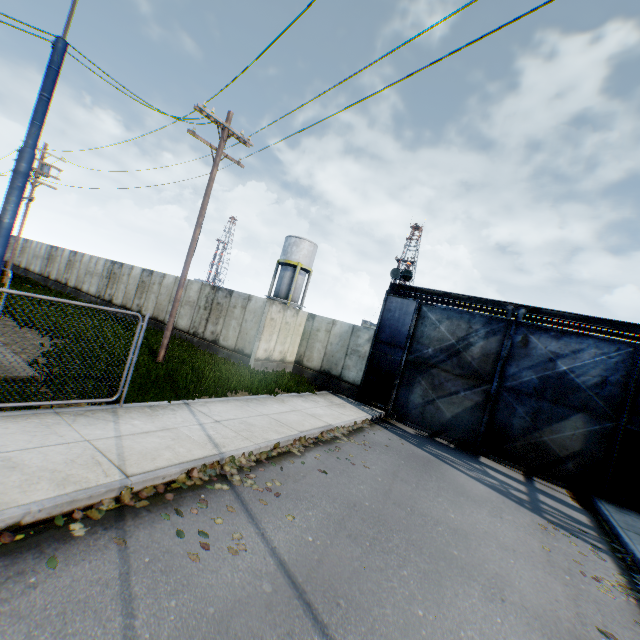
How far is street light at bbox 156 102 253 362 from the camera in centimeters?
1144cm

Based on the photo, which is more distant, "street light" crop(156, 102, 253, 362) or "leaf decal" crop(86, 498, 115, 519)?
"street light" crop(156, 102, 253, 362)

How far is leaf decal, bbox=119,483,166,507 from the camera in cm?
461

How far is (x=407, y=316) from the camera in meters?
15.1 m

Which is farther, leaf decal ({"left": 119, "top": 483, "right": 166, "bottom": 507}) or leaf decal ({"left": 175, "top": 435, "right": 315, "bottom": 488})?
leaf decal ({"left": 175, "top": 435, "right": 315, "bottom": 488})

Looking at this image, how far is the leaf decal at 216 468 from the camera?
5.59m

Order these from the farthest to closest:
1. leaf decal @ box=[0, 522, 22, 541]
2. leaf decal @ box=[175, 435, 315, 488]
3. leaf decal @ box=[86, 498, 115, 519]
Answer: leaf decal @ box=[175, 435, 315, 488] < leaf decal @ box=[86, 498, 115, 519] < leaf decal @ box=[0, 522, 22, 541]

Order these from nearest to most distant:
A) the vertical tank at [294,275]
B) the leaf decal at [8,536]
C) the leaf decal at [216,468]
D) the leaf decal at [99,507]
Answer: the leaf decal at [8,536], the leaf decal at [99,507], the leaf decal at [216,468], the vertical tank at [294,275]
